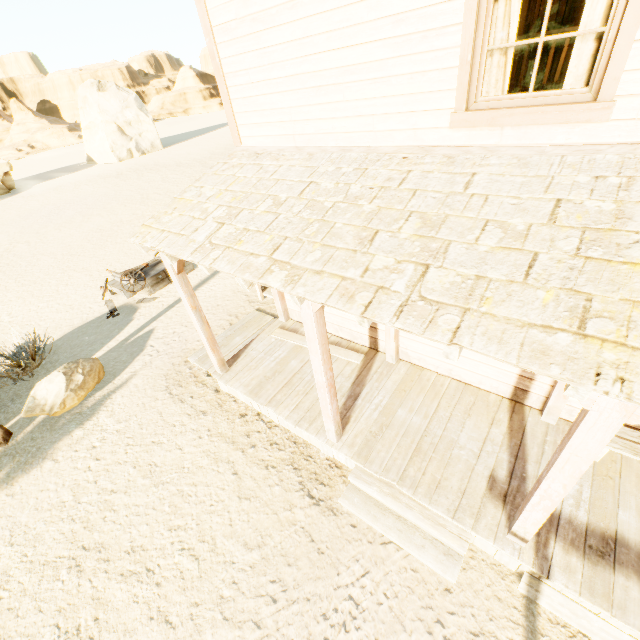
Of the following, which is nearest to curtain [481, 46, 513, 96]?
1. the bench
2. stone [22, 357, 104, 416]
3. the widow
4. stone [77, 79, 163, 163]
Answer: the widow

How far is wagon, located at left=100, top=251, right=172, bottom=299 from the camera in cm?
929

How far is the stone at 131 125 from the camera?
33.2m

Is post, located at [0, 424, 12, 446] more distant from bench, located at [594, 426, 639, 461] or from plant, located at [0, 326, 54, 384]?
bench, located at [594, 426, 639, 461]

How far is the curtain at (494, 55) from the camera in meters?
2.9

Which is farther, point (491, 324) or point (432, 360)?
point (432, 360)

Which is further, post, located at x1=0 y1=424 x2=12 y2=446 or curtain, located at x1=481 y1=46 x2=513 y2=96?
post, located at x1=0 y1=424 x2=12 y2=446

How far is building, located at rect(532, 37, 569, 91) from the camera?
7.0 meters
